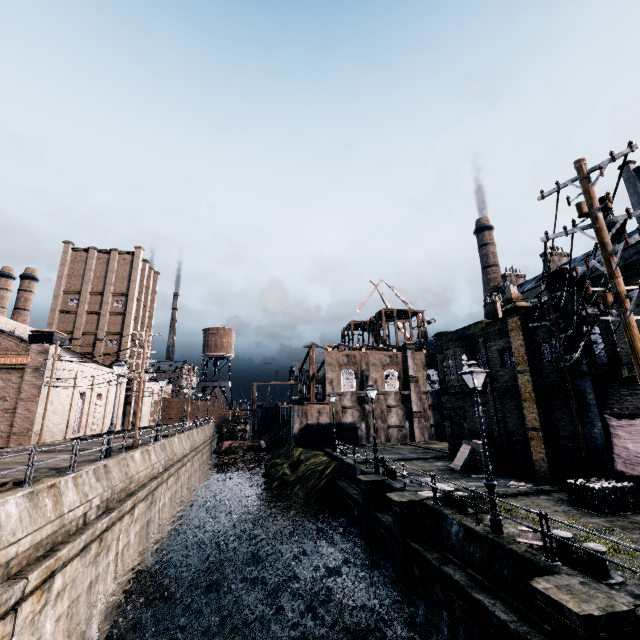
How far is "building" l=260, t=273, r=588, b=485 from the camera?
18.3m

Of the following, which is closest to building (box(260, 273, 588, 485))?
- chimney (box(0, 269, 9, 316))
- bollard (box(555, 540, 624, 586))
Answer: bollard (box(555, 540, 624, 586))

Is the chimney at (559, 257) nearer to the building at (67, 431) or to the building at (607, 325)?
the building at (607, 325)

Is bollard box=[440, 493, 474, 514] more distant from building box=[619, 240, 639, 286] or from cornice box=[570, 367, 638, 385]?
cornice box=[570, 367, 638, 385]

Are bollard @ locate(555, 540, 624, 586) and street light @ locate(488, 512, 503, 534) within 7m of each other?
yes

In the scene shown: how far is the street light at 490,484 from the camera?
11.3 meters

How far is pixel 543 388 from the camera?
18.7m

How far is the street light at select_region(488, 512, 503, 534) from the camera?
10.9 meters
